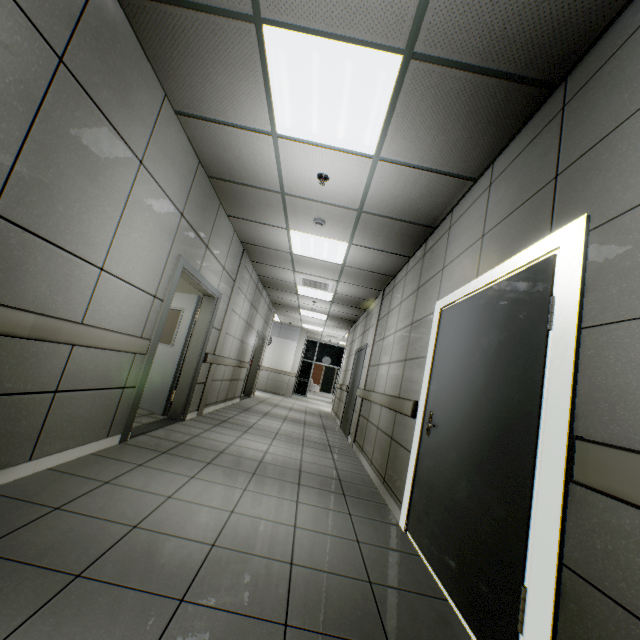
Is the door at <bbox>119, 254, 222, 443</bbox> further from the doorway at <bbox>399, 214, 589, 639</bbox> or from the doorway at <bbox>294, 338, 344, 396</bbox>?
the doorway at <bbox>294, 338, 344, 396</bbox>

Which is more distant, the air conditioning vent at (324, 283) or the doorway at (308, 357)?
the doorway at (308, 357)

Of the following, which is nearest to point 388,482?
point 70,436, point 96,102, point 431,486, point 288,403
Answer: point 431,486

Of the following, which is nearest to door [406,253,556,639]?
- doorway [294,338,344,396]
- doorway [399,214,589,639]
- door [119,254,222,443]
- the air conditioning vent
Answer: doorway [399,214,589,639]

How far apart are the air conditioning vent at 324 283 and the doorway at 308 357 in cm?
1087

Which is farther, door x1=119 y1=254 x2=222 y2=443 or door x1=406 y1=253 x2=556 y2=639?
door x1=119 y1=254 x2=222 y2=443

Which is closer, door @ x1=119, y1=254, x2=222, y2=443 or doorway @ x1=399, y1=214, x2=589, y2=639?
doorway @ x1=399, y1=214, x2=589, y2=639

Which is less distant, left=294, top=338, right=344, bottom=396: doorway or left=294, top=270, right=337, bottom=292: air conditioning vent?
left=294, top=270, right=337, bottom=292: air conditioning vent
